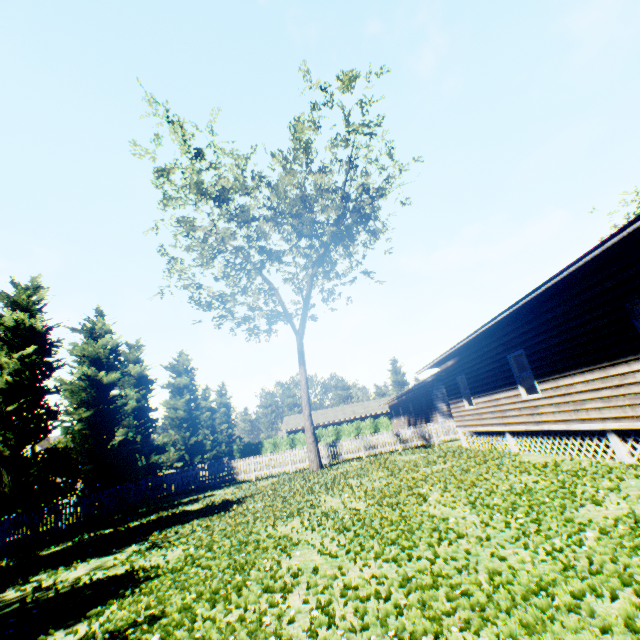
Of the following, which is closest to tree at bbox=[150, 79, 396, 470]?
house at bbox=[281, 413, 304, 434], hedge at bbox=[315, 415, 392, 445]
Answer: hedge at bbox=[315, 415, 392, 445]

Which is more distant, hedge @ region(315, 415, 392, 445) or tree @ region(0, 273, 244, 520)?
hedge @ region(315, 415, 392, 445)

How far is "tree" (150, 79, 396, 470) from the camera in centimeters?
1730cm

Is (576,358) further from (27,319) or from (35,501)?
(27,319)

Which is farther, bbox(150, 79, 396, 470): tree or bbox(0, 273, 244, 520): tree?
bbox(150, 79, 396, 470): tree

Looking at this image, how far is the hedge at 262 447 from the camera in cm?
4519

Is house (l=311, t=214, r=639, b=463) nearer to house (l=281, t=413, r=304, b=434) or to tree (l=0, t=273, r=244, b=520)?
tree (l=0, t=273, r=244, b=520)

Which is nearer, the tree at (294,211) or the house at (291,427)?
the tree at (294,211)
